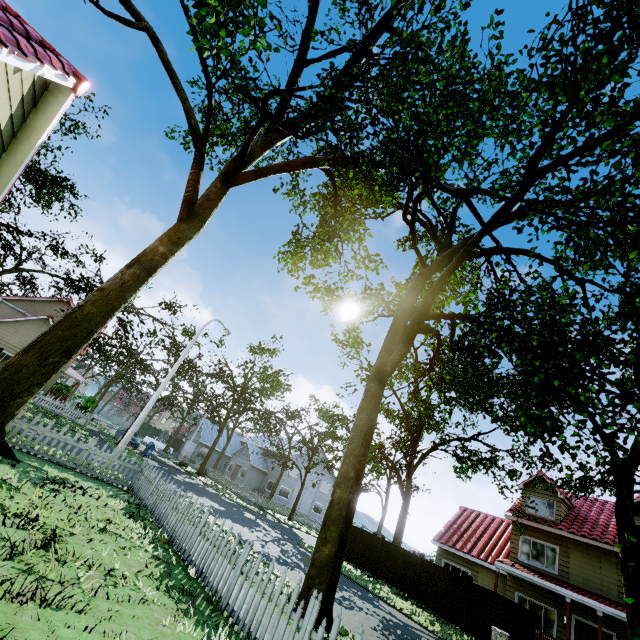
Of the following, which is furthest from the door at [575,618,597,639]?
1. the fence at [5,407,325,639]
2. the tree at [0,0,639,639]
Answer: the fence at [5,407,325,639]

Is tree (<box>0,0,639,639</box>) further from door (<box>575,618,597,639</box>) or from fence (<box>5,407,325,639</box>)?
door (<box>575,618,597,639</box>)

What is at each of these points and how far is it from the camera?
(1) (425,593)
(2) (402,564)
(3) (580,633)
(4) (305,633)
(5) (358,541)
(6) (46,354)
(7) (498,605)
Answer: (1) fence, 17.4m
(2) fence, 19.0m
(3) door, 16.2m
(4) fence, 4.4m
(5) fence, 21.6m
(6) tree, 8.9m
(7) fence, 15.2m

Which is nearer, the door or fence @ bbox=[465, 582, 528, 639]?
fence @ bbox=[465, 582, 528, 639]

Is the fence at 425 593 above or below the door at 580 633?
below

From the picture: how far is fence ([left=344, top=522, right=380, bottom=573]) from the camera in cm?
2039
